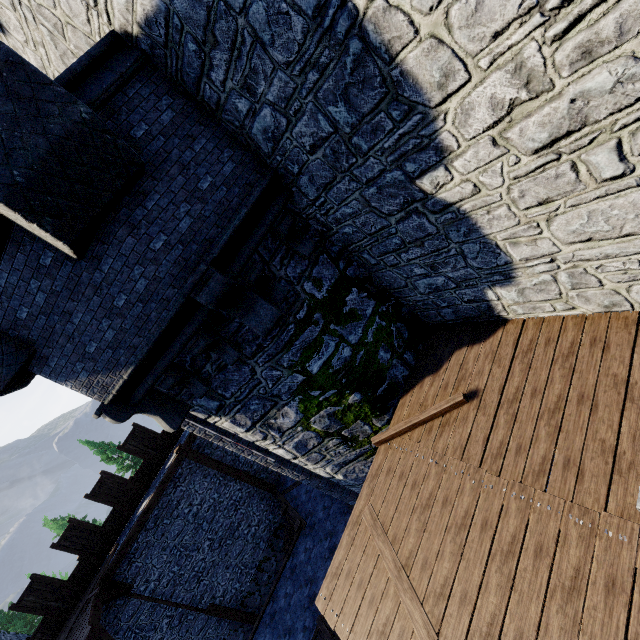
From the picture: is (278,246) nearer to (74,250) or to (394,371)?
(74,250)

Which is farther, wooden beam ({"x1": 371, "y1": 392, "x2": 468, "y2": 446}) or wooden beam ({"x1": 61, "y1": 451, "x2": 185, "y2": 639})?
wooden beam ({"x1": 61, "y1": 451, "x2": 185, "y2": 639})

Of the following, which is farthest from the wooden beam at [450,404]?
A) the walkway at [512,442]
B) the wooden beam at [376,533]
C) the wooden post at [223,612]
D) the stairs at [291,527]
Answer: the wooden post at [223,612]

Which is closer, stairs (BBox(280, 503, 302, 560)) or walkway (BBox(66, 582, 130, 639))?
walkway (BBox(66, 582, 130, 639))

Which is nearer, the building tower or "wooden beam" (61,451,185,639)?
the building tower

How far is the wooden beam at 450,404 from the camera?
5.3m

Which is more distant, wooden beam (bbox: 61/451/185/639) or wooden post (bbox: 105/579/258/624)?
wooden post (bbox: 105/579/258/624)

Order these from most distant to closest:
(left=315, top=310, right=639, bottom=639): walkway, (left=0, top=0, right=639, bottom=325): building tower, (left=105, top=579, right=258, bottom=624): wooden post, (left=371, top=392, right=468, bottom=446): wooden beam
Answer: (left=105, top=579, right=258, bottom=624): wooden post
(left=371, top=392, right=468, bottom=446): wooden beam
(left=315, top=310, right=639, bottom=639): walkway
(left=0, top=0, right=639, bottom=325): building tower
